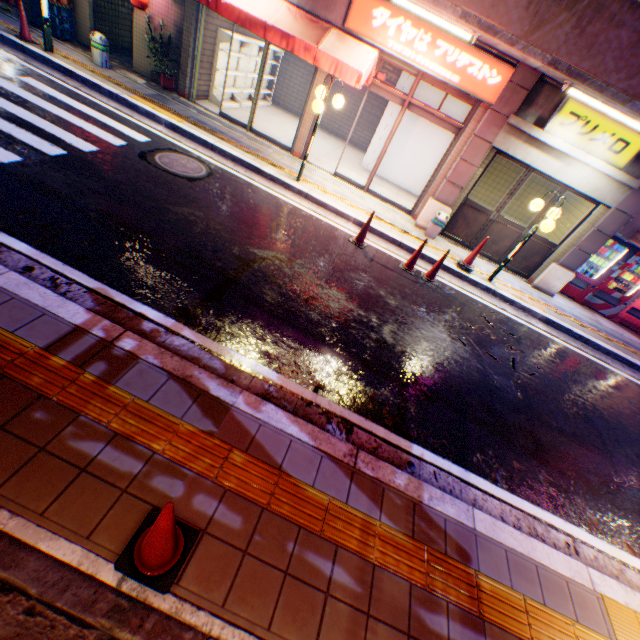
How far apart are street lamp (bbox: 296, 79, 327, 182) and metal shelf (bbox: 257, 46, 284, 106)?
4.53m

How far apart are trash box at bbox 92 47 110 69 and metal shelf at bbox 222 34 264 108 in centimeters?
282cm

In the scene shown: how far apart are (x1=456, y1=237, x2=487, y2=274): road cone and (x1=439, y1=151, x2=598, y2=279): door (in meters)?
1.36

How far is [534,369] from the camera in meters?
6.6

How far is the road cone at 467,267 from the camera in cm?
814

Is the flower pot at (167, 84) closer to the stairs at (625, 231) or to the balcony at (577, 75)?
the balcony at (577, 75)

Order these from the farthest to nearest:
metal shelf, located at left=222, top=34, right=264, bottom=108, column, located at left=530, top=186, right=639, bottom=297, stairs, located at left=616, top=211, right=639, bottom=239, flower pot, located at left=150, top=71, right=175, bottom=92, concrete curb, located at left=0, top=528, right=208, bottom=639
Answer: stairs, located at left=616, top=211, right=639, bottom=239, metal shelf, located at left=222, top=34, right=264, bottom=108, flower pot, located at left=150, top=71, right=175, bottom=92, column, located at left=530, top=186, right=639, bottom=297, concrete curb, located at left=0, top=528, right=208, bottom=639

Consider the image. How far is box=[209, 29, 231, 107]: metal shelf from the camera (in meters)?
9.84
